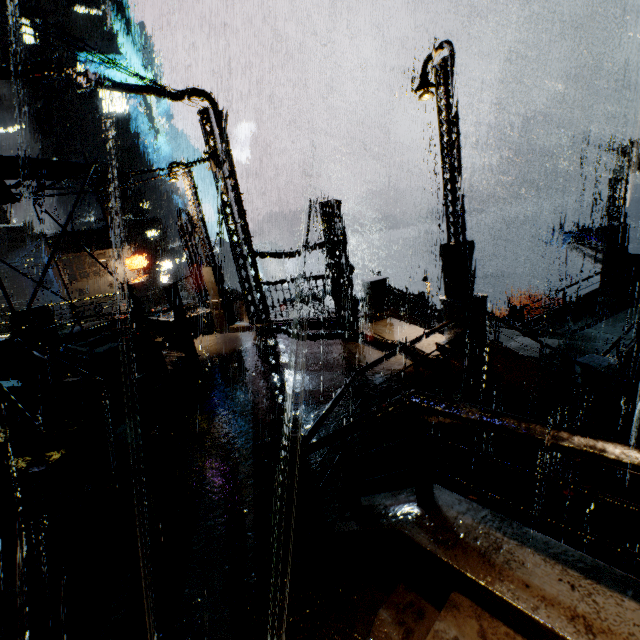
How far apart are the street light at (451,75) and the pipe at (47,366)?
11.8m

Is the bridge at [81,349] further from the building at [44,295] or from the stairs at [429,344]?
the stairs at [429,344]

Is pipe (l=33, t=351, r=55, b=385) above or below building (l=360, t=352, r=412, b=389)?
above

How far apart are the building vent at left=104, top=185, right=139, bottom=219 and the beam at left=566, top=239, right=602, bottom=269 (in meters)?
63.56

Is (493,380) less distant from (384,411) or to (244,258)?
(384,411)

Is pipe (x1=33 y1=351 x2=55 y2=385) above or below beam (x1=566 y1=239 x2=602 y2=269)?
above

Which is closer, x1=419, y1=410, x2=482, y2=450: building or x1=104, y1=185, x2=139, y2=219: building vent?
x1=419, y1=410, x2=482, y2=450: building

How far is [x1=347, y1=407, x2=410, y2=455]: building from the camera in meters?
6.1
